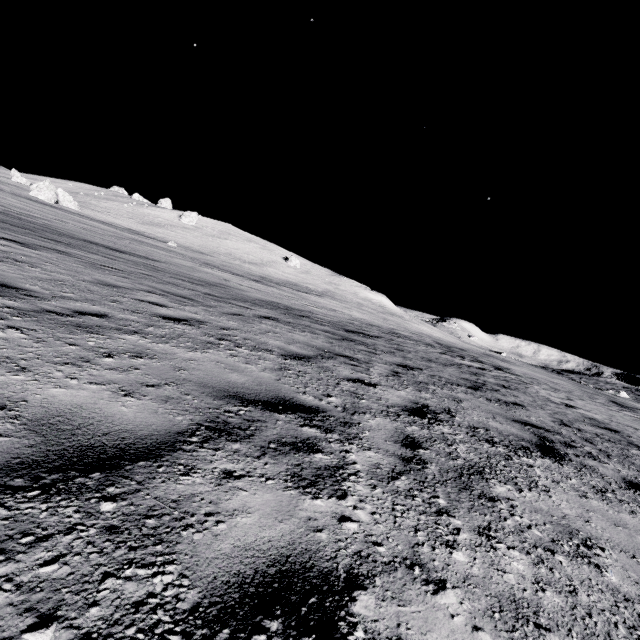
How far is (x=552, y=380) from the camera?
34.81m
